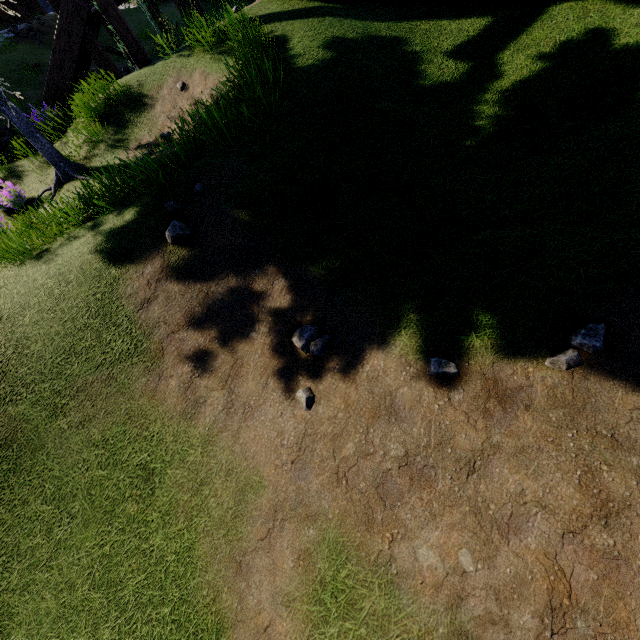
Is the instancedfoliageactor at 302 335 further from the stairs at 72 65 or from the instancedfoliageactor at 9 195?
the stairs at 72 65

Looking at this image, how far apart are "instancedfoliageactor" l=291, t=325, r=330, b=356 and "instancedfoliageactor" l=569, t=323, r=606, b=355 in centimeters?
179cm

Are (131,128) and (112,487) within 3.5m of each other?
no

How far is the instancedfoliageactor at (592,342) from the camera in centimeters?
222cm

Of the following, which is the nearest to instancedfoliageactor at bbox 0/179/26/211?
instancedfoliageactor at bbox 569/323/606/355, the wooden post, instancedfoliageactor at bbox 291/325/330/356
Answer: the wooden post

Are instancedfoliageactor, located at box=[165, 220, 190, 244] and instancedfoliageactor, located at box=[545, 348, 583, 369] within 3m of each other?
no

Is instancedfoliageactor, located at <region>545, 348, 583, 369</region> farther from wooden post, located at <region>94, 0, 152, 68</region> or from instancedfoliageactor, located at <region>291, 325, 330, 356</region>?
wooden post, located at <region>94, 0, 152, 68</region>
